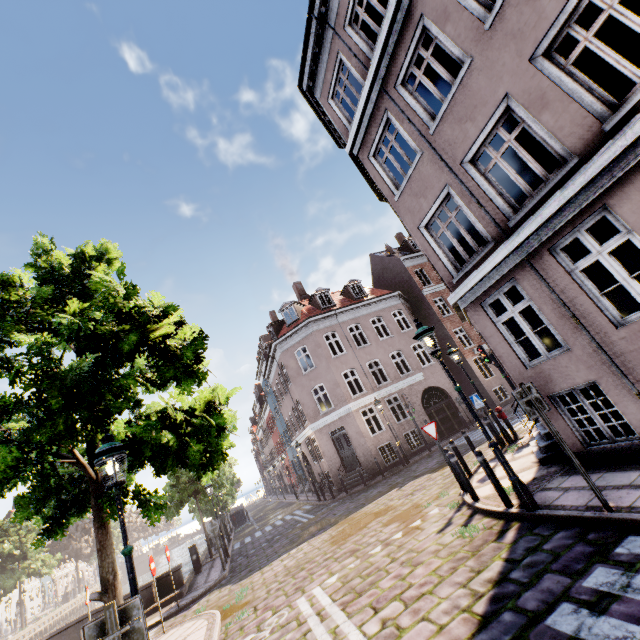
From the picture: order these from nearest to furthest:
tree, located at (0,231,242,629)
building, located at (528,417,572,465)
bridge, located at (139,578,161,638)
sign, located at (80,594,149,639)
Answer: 1. sign, located at (80,594,149,639)
2. tree, located at (0,231,242,629)
3. building, located at (528,417,572,465)
4. bridge, located at (139,578,161,638)

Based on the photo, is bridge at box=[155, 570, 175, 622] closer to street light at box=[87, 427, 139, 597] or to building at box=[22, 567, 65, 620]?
street light at box=[87, 427, 139, 597]

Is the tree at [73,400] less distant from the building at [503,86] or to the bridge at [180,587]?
the bridge at [180,587]

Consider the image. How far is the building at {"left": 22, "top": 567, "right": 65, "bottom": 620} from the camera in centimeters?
4909cm

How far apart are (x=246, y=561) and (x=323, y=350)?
12.2m

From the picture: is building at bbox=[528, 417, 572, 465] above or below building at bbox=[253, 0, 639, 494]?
below

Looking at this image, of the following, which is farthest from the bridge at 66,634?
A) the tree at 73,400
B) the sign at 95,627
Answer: the sign at 95,627

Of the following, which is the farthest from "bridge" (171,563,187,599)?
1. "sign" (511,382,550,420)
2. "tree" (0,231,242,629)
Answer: "sign" (511,382,550,420)
